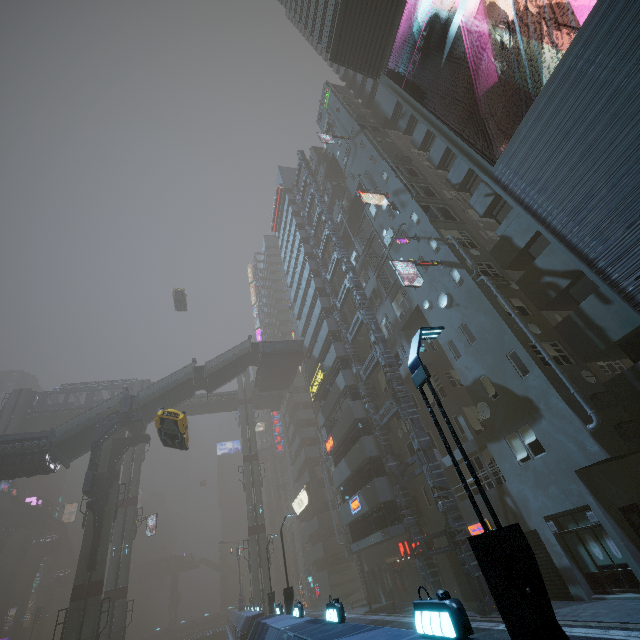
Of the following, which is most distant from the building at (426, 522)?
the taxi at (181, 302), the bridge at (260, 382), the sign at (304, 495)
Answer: the taxi at (181, 302)

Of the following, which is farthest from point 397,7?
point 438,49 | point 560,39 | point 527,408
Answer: point 438,49

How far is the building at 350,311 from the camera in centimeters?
3192cm

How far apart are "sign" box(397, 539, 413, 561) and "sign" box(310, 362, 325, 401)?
14.2 meters

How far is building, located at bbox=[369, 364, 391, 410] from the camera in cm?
2656

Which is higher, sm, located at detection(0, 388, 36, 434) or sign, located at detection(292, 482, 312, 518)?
sm, located at detection(0, 388, 36, 434)

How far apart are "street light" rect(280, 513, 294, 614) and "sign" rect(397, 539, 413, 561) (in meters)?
8.57

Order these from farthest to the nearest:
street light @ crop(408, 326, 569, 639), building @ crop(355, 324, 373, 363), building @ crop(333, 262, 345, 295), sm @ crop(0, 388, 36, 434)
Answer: sm @ crop(0, 388, 36, 434) < building @ crop(333, 262, 345, 295) < building @ crop(355, 324, 373, 363) < street light @ crop(408, 326, 569, 639)
